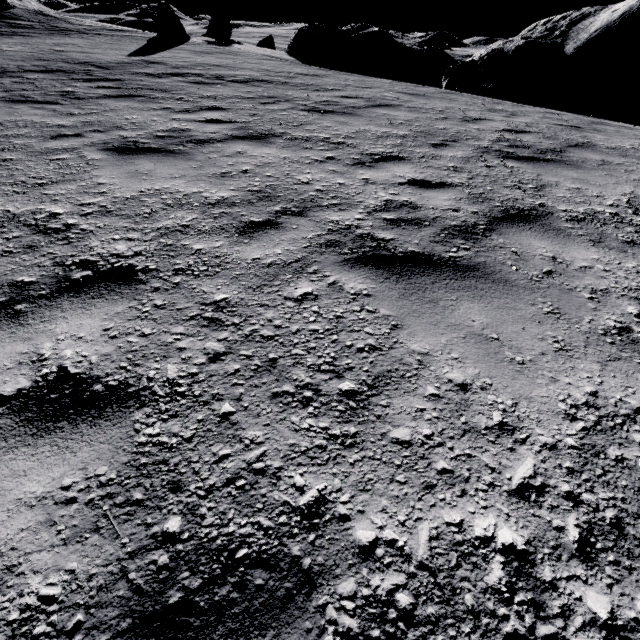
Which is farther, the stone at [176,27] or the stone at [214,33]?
the stone at [214,33]

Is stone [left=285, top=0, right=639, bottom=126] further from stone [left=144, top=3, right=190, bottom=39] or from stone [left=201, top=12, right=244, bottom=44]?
stone [left=144, top=3, right=190, bottom=39]

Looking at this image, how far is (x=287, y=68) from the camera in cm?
1188

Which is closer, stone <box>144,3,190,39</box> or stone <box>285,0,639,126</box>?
stone <box>285,0,639,126</box>

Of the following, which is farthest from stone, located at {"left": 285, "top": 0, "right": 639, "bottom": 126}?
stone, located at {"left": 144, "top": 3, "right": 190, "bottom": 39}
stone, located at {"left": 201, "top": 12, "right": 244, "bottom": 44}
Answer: stone, located at {"left": 144, "top": 3, "right": 190, "bottom": 39}

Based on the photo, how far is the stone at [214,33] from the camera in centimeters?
1956cm
